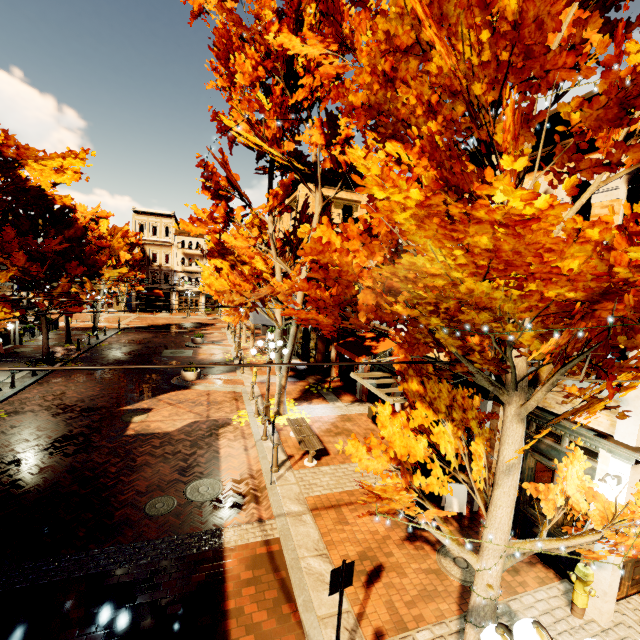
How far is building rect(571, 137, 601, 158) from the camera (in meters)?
6.20

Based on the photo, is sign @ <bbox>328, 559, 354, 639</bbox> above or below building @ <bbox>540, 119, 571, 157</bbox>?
below

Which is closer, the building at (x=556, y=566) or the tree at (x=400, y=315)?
the tree at (x=400, y=315)

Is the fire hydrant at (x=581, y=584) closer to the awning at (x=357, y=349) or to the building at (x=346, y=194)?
the building at (x=346, y=194)

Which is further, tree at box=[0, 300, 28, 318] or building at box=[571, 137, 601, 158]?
tree at box=[0, 300, 28, 318]

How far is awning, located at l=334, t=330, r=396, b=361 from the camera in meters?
12.8 m

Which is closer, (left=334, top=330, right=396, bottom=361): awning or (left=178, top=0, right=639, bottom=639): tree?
(left=178, top=0, right=639, bottom=639): tree

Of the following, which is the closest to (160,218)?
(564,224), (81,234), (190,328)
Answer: (190,328)
